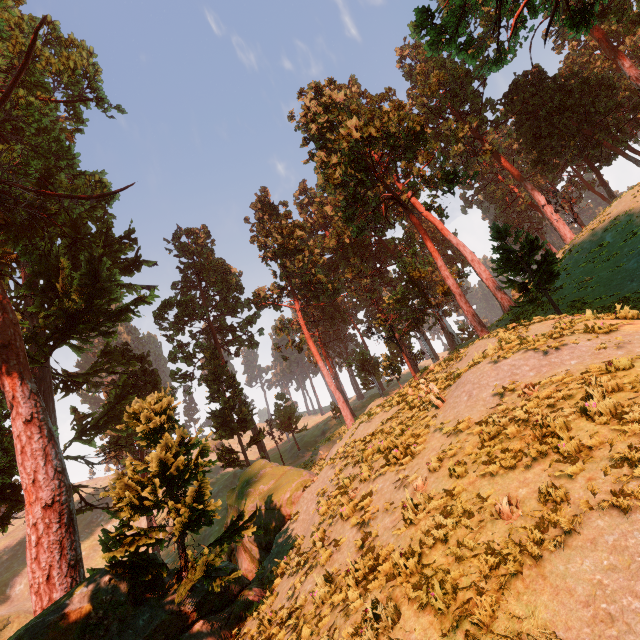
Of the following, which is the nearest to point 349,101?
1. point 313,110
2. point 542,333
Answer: point 313,110

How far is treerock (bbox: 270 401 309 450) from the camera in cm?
4547

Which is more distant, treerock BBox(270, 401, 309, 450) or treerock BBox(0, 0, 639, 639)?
treerock BBox(270, 401, 309, 450)

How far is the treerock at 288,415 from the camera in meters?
45.5 m

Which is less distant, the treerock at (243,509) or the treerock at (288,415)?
the treerock at (243,509)
